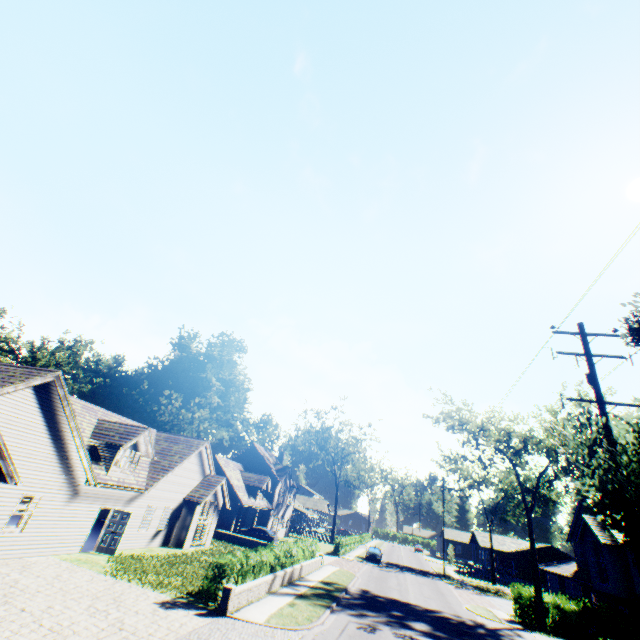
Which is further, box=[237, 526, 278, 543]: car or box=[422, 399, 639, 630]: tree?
box=[237, 526, 278, 543]: car

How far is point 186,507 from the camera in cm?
2584

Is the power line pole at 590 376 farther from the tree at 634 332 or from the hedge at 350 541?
the hedge at 350 541

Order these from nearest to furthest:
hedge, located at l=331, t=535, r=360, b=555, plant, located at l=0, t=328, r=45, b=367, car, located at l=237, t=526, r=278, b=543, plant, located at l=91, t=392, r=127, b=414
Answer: car, located at l=237, t=526, r=278, b=543
hedge, located at l=331, t=535, r=360, b=555
plant, located at l=0, t=328, r=45, b=367
plant, located at l=91, t=392, r=127, b=414

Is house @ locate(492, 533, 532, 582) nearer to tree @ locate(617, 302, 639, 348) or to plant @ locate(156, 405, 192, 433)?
tree @ locate(617, 302, 639, 348)

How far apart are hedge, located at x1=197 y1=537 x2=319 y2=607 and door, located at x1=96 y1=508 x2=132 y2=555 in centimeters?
755cm

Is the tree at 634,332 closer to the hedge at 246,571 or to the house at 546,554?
the hedge at 246,571

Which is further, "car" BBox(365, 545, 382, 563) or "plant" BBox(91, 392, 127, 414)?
"plant" BBox(91, 392, 127, 414)
